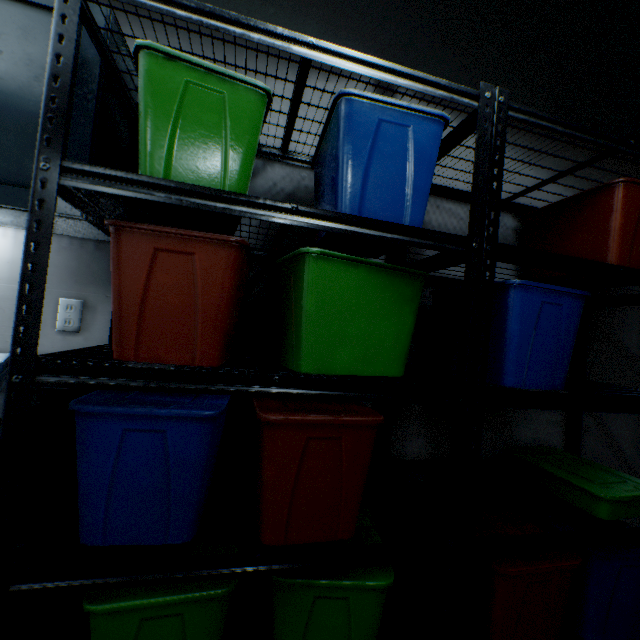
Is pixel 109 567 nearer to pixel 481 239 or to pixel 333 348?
pixel 333 348

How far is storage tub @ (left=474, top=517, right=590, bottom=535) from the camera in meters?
1.2

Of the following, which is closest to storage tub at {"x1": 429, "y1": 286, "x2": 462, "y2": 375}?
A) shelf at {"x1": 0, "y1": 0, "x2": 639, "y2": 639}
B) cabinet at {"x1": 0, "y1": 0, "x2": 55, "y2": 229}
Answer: shelf at {"x1": 0, "y1": 0, "x2": 639, "y2": 639}

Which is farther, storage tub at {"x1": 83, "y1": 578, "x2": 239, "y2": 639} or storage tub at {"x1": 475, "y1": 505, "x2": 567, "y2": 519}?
storage tub at {"x1": 475, "y1": 505, "x2": 567, "y2": 519}

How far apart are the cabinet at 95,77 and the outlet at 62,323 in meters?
0.3 m

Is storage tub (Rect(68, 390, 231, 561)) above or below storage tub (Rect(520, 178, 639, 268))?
below

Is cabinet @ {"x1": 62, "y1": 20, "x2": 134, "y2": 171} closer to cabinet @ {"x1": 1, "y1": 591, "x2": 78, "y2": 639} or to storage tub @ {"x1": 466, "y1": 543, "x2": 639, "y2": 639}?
cabinet @ {"x1": 1, "y1": 591, "x2": 78, "y2": 639}

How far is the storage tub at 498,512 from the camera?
1.3 meters
